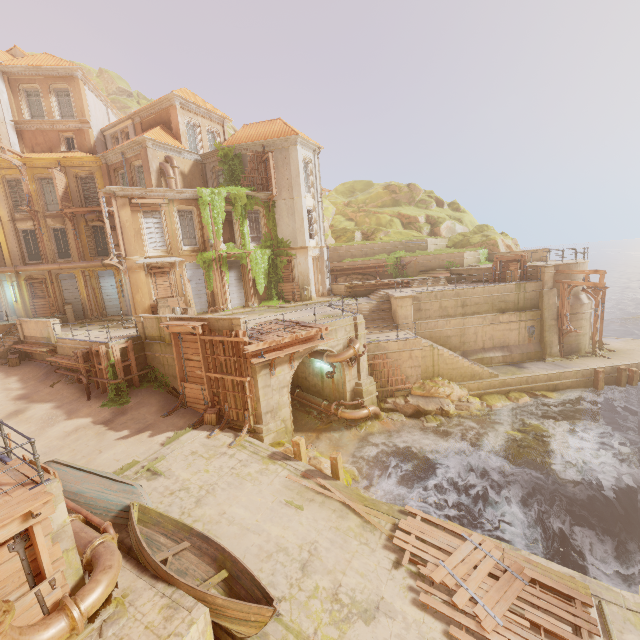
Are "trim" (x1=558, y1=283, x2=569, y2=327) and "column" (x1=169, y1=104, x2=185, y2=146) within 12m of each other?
no

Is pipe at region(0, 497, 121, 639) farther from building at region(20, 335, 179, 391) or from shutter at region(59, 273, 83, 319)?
shutter at region(59, 273, 83, 319)

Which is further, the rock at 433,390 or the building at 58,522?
the rock at 433,390

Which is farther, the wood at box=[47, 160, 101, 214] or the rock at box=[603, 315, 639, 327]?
the rock at box=[603, 315, 639, 327]

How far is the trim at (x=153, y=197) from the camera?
20.9m

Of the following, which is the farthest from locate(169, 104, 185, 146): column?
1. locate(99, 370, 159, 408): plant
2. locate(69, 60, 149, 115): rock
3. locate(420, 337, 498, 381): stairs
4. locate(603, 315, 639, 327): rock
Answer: locate(603, 315, 639, 327): rock

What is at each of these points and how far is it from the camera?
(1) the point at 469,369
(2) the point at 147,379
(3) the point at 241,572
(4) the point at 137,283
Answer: (1) stairs, 21.1 meters
(2) plant, 18.4 meters
(3) boat, 8.6 meters
(4) column, 22.0 meters

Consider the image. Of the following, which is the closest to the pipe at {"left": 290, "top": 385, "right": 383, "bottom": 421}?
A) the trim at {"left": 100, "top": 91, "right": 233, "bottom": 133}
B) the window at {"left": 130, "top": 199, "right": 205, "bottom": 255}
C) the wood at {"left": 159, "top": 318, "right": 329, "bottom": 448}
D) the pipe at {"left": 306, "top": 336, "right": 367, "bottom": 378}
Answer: the pipe at {"left": 306, "top": 336, "right": 367, "bottom": 378}
